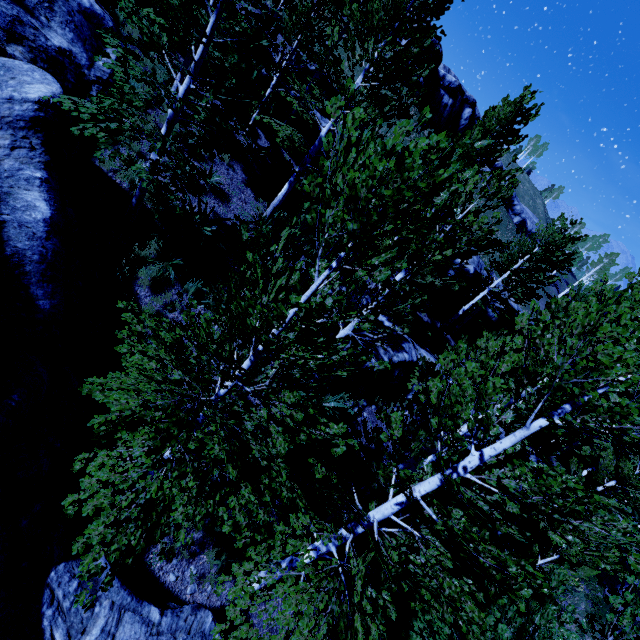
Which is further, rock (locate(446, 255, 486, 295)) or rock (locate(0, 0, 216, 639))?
rock (locate(446, 255, 486, 295))

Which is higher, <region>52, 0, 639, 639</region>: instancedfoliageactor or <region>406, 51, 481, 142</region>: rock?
<region>406, 51, 481, 142</region>: rock

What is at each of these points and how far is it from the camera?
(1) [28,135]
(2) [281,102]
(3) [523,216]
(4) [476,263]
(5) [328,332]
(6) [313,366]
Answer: (1) rock, 6.45m
(2) rock, 17.06m
(3) rock, 55.84m
(4) rock, 21.66m
(5) rock, 12.48m
(6) instancedfoliageactor, 4.57m

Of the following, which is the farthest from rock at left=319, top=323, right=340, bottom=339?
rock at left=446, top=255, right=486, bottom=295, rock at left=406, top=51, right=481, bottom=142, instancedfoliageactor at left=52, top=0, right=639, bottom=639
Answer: rock at left=406, top=51, right=481, bottom=142

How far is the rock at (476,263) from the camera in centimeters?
2114cm

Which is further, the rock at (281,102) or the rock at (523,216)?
the rock at (523,216)

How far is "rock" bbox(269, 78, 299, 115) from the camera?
16.80m

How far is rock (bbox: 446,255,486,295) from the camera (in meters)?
21.14
